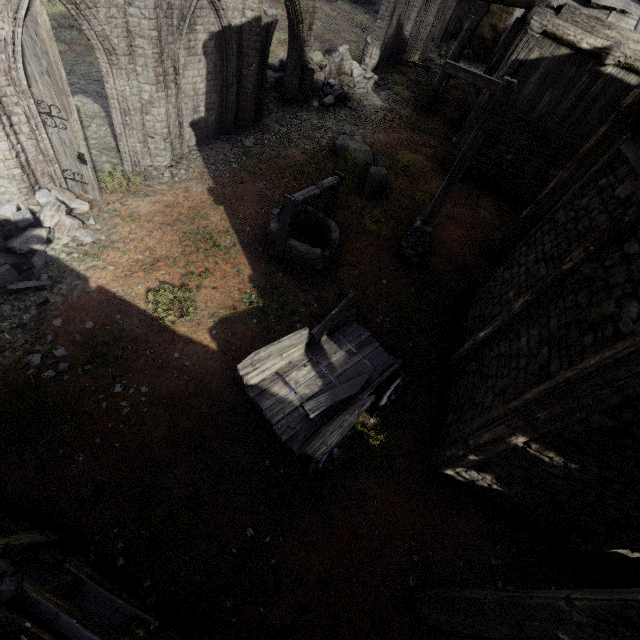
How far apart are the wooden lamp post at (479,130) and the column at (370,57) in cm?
1413

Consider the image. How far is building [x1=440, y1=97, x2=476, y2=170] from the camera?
12.7 meters

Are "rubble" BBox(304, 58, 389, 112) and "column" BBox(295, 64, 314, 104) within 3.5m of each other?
yes

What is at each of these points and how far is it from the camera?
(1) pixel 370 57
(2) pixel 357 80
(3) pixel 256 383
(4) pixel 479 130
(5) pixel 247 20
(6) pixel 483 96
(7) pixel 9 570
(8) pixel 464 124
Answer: (1) column, 18.0 meters
(2) rubble, 16.8 meters
(3) cart, 5.8 meters
(4) wooden lamp post, 7.3 meters
(5) column, 9.9 meters
(6) building, 12.0 meters
(7) building, 3.1 meters
(8) building, 15.2 meters

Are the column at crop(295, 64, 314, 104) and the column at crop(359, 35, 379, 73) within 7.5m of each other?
yes

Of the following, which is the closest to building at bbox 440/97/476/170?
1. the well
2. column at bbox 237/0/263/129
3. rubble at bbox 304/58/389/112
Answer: the well

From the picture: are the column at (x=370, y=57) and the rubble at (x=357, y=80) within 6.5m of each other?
yes

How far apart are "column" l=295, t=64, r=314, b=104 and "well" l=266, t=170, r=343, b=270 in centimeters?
793cm
